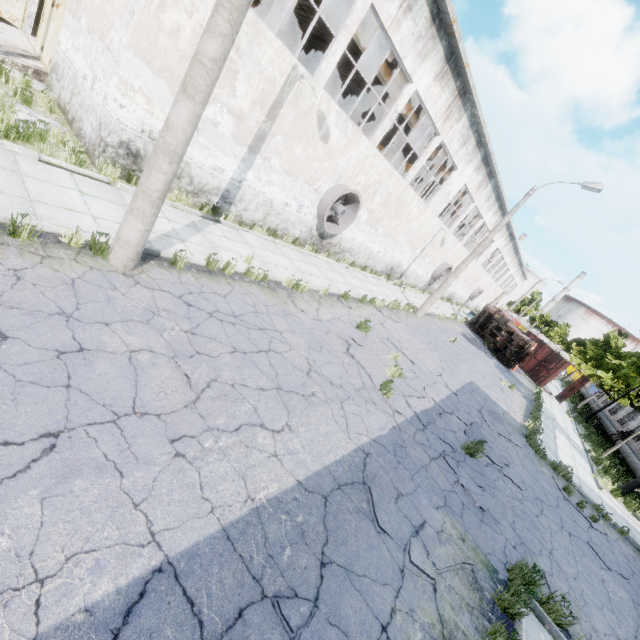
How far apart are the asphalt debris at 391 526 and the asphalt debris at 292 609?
1.6 meters

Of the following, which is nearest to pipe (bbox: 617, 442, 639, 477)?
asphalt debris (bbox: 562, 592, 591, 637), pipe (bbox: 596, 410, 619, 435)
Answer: pipe (bbox: 596, 410, 619, 435)

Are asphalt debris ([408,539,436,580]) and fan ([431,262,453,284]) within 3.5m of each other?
no

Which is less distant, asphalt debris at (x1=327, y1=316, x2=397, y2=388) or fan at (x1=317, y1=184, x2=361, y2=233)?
asphalt debris at (x1=327, y1=316, x2=397, y2=388)

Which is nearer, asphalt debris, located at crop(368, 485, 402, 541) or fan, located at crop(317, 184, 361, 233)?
asphalt debris, located at crop(368, 485, 402, 541)

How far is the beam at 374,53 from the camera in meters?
13.9 m

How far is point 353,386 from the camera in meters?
7.7

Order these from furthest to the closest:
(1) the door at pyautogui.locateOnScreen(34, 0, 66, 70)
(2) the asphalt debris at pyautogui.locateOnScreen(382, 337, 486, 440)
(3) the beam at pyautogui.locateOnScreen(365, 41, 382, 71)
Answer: (3) the beam at pyautogui.locateOnScreen(365, 41, 382, 71), (1) the door at pyautogui.locateOnScreen(34, 0, 66, 70), (2) the asphalt debris at pyautogui.locateOnScreen(382, 337, 486, 440)
